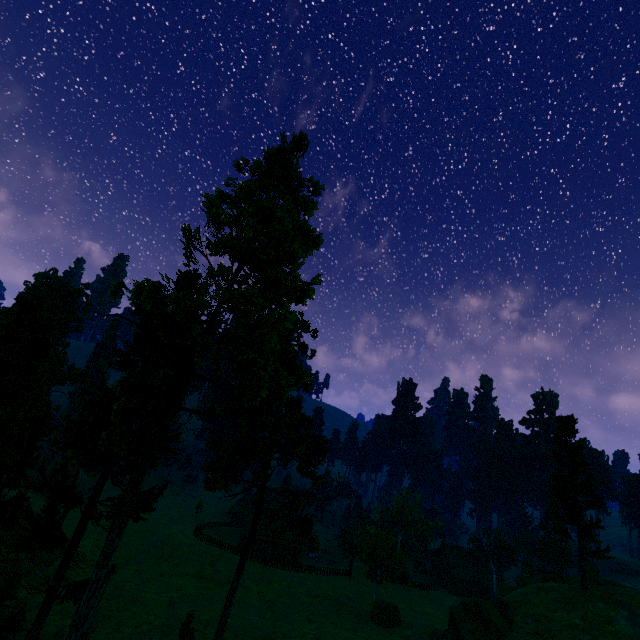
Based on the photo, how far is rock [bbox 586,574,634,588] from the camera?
35.0m

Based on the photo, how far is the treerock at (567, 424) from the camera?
31.6m

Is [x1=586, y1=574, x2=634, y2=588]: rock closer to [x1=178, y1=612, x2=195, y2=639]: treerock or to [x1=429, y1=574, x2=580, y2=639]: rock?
[x1=429, y1=574, x2=580, y2=639]: rock

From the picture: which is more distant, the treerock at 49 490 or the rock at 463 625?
the rock at 463 625

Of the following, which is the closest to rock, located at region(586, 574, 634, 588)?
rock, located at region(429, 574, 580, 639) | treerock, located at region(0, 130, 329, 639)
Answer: rock, located at region(429, 574, 580, 639)

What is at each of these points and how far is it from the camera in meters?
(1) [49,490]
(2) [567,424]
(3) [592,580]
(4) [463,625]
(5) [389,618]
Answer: (1) treerock, 25.9
(2) treerock, 36.6
(3) rock, 35.7
(4) rock, 24.0
(5) treerock, 40.3

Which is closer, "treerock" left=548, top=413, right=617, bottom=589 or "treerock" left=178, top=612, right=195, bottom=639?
"treerock" left=178, top=612, right=195, bottom=639
